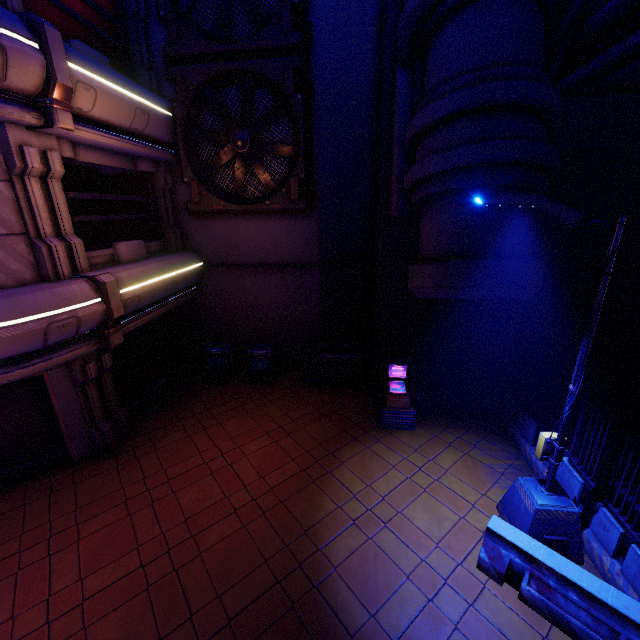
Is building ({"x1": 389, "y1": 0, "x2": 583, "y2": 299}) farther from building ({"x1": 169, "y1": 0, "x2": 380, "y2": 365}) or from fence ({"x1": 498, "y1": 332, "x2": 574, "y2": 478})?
building ({"x1": 169, "y1": 0, "x2": 380, "y2": 365})

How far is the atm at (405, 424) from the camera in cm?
888

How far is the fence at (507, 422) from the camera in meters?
7.1

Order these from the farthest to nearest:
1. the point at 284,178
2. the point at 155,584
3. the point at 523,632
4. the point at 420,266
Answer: the point at 284,178 → the point at 420,266 → the point at 155,584 → the point at 523,632

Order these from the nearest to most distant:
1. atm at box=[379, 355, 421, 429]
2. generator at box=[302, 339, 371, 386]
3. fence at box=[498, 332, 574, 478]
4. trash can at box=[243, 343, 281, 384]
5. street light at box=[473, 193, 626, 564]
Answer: street light at box=[473, 193, 626, 564] → fence at box=[498, 332, 574, 478] → atm at box=[379, 355, 421, 429] → generator at box=[302, 339, 371, 386] → trash can at box=[243, 343, 281, 384]

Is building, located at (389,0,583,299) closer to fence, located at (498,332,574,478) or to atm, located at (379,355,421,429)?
fence, located at (498,332,574,478)

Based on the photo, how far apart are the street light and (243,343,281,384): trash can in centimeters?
764cm

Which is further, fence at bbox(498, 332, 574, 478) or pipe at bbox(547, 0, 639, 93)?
fence at bbox(498, 332, 574, 478)
